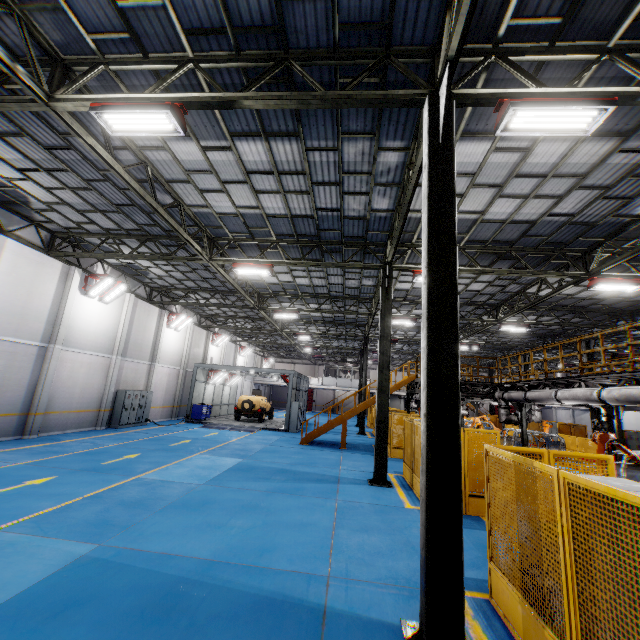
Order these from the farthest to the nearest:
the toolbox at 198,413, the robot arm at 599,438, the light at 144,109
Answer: the toolbox at 198,413
the robot arm at 599,438
the light at 144,109

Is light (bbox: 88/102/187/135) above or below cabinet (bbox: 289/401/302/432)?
above

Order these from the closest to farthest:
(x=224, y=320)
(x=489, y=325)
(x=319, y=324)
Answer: (x=489, y=325)
(x=319, y=324)
(x=224, y=320)

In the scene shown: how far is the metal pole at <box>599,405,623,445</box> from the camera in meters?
13.9 m

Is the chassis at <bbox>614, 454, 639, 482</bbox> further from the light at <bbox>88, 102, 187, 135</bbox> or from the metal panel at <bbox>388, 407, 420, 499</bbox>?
the light at <bbox>88, 102, 187, 135</bbox>

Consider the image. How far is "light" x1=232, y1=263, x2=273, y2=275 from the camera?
13.2 meters

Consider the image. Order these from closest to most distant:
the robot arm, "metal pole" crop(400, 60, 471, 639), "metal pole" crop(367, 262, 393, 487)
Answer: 1. "metal pole" crop(400, 60, 471, 639)
2. the robot arm
3. "metal pole" crop(367, 262, 393, 487)

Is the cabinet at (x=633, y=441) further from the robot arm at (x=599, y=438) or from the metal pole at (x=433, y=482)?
the metal pole at (x=433, y=482)
